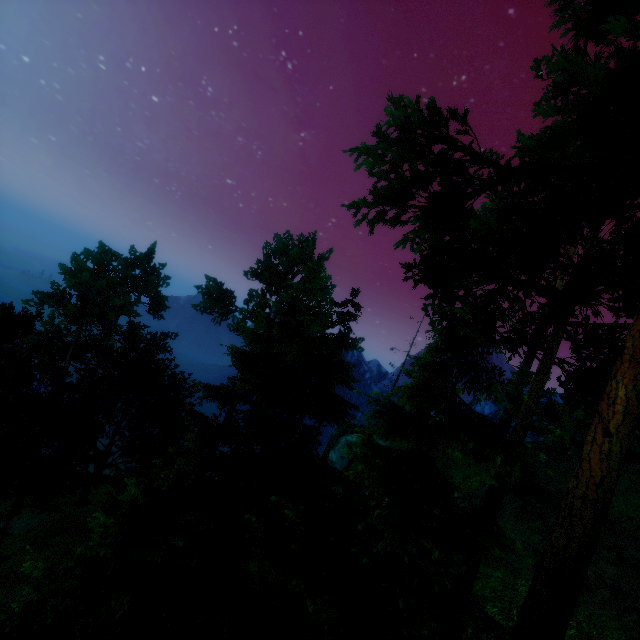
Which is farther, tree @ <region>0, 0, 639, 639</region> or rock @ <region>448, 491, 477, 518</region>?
rock @ <region>448, 491, 477, 518</region>

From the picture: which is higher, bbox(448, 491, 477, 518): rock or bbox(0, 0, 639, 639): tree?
bbox(448, 491, 477, 518): rock

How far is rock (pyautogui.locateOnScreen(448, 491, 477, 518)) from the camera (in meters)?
21.14

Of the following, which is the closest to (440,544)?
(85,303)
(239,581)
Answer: (239,581)

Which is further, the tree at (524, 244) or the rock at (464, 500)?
the rock at (464, 500)

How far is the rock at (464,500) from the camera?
21.1 meters
